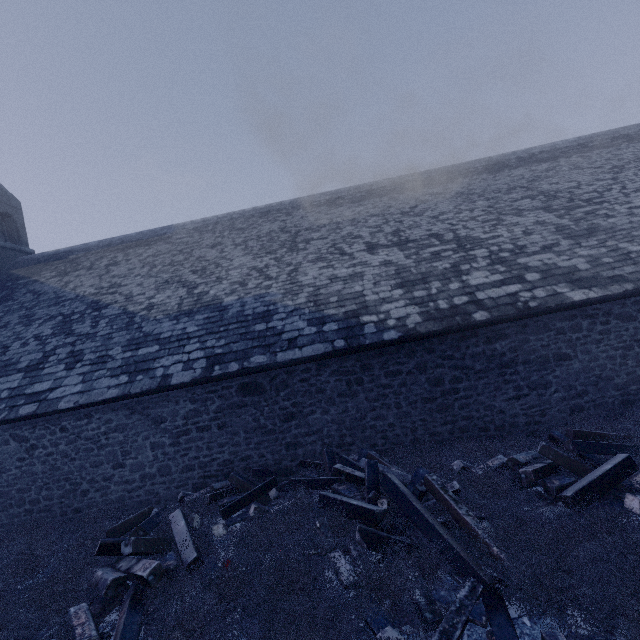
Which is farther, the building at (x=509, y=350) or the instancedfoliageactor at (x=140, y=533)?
the building at (x=509, y=350)

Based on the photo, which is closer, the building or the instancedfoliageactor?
the instancedfoliageactor

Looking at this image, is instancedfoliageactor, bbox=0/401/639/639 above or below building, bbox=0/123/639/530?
below

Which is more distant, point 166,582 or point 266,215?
point 266,215

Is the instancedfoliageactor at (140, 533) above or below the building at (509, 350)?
below
